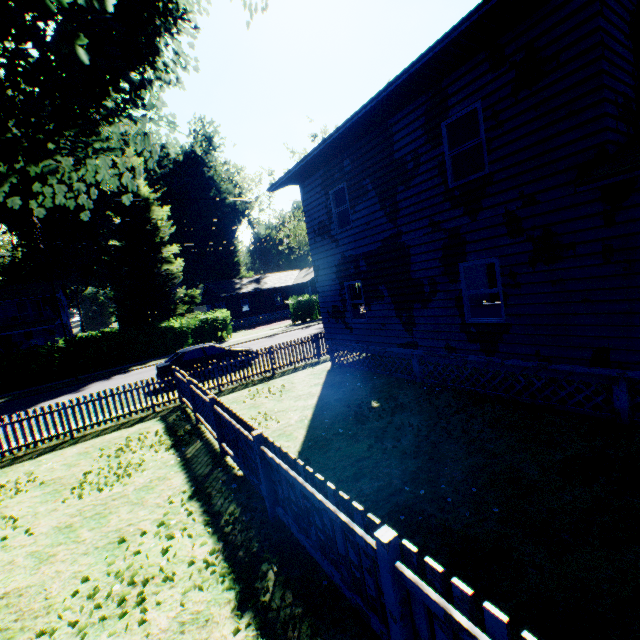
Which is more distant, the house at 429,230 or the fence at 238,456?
the house at 429,230

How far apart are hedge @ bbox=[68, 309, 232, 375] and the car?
11.1m

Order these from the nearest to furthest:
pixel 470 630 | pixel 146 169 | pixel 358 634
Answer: pixel 470 630
pixel 358 634
pixel 146 169

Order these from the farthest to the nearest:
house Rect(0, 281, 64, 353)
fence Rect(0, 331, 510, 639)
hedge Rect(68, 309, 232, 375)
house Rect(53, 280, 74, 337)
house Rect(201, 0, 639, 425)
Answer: house Rect(53, 280, 74, 337), house Rect(0, 281, 64, 353), hedge Rect(68, 309, 232, 375), house Rect(201, 0, 639, 425), fence Rect(0, 331, 510, 639)

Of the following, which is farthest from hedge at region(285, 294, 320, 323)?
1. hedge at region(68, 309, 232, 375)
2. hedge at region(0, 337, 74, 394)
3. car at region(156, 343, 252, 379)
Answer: hedge at region(0, 337, 74, 394)

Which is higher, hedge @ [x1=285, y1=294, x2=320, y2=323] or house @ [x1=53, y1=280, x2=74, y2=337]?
house @ [x1=53, y1=280, x2=74, y2=337]

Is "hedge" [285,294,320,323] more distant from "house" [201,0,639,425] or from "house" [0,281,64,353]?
"house" [0,281,64,353]

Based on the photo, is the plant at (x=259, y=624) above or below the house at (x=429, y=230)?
below
